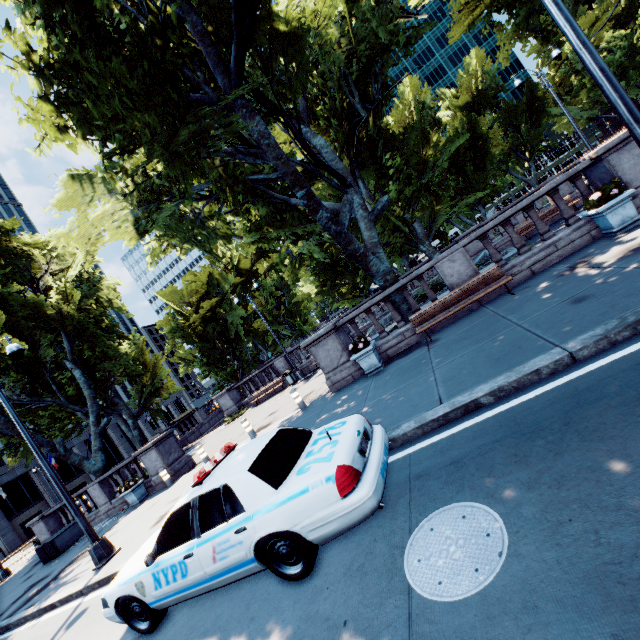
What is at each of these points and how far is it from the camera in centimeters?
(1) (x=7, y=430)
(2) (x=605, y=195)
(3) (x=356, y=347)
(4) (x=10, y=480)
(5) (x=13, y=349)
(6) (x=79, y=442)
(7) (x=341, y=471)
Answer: (1) tree, 1669cm
(2) plant, 782cm
(3) plant, 1023cm
(4) building, 4194cm
(5) light, 1012cm
(6) building, 5053cm
(7) vehicle, 367cm

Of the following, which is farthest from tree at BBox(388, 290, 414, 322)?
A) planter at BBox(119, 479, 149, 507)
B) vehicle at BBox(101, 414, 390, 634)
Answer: vehicle at BBox(101, 414, 390, 634)

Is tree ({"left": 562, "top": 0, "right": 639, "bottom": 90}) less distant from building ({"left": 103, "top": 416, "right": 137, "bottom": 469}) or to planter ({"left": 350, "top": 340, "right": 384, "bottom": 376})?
planter ({"left": 350, "top": 340, "right": 384, "bottom": 376})

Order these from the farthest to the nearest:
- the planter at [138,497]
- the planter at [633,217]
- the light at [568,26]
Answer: the planter at [138,497], the planter at [633,217], the light at [568,26]

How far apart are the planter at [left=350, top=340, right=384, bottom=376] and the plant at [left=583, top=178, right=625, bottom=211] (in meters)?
6.97

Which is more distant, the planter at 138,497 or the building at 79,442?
the building at 79,442

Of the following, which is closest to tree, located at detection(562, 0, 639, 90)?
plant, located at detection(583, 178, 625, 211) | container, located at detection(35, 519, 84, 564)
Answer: container, located at detection(35, 519, 84, 564)

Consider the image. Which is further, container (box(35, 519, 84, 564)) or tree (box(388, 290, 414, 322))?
container (box(35, 519, 84, 564))
